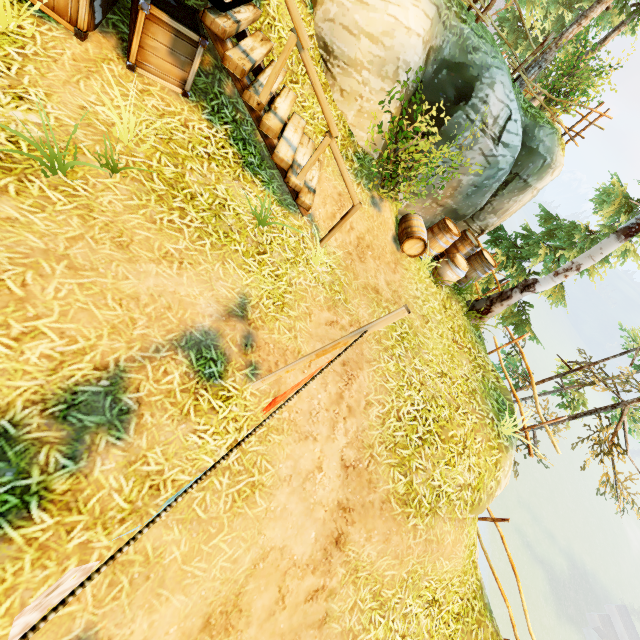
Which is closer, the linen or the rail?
the linen

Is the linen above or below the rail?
below

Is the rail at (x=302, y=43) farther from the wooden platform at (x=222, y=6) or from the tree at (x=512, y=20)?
the tree at (x=512, y=20)

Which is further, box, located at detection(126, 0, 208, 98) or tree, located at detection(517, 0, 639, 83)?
A: tree, located at detection(517, 0, 639, 83)

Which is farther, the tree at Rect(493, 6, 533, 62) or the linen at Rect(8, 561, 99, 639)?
the tree at Rect(493, 6, 533, 62)

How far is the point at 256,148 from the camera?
5.48m

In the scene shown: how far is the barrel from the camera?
7.8m

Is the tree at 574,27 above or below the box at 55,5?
above
